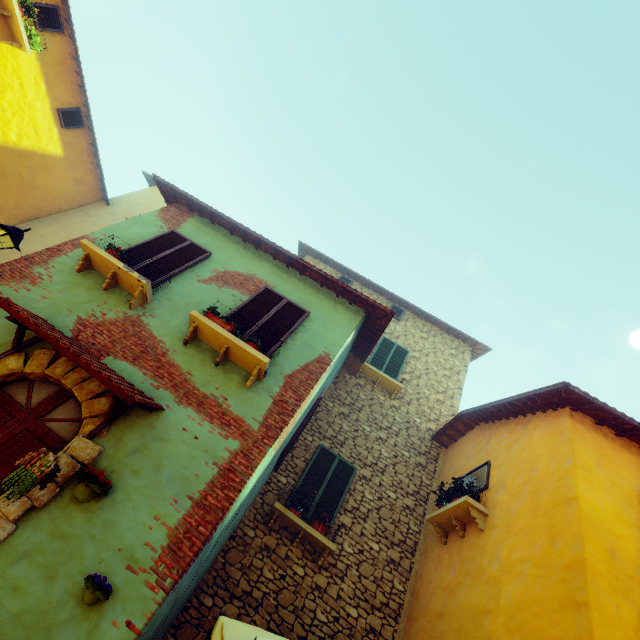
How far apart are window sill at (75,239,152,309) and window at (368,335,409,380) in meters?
7.0

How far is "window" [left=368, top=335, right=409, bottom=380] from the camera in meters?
10.8 m

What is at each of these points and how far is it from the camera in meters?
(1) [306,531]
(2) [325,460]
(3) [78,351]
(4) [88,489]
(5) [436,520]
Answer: (1) window sill, 6.6 m
(2) window, 8.1 m
(3) door eaves, 4.1 m
(4) flower pot, 3.5 m
(5) window sill, 6.8 m

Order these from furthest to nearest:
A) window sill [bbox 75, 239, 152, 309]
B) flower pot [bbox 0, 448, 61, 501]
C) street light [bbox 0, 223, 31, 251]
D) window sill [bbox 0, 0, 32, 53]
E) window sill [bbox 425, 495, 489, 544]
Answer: window sill [bbox 0, 0, 32, 53] → window sill [bbox 425, 495, 489, 544] → window sill [bbox 75, 239, 152, 309] → street light [bbox 0, 223, 31, 251] → flower pot [bbox 0, 448, 61, 501]

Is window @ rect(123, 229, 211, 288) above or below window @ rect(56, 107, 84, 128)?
below

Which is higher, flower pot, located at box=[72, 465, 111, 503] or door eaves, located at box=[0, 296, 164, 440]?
door eaves, located at box=[0, 296, 164, 440]

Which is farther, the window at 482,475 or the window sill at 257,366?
the window at 482,475

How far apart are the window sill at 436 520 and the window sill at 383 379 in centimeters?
349cm
